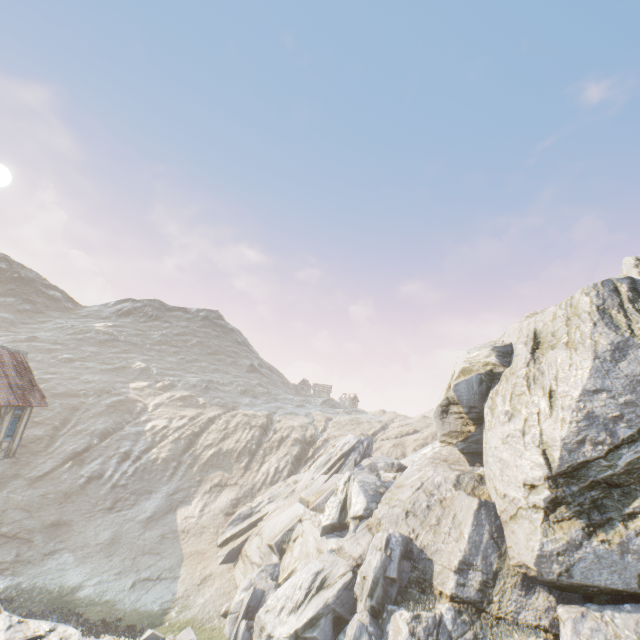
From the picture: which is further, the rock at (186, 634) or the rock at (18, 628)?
the rock at (186, 634)

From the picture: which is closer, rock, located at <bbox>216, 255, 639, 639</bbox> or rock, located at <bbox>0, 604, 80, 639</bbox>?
rock, located at <bbox>0, 604, 80, 639</bbox>

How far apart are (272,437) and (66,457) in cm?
2548

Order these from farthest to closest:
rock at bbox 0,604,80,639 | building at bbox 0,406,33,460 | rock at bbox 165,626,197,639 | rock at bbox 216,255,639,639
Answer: rock at bbox 165,626,197,639 < building at bbox 0,406,33,460 < rock at bbox 216,255,639,639 < rock at bbox 0,604,80,639

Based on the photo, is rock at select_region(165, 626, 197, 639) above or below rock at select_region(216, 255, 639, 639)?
below

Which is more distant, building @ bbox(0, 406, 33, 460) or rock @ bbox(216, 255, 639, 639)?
building @ bbox(0, 406, 33, 460)

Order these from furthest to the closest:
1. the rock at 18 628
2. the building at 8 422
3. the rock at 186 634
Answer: the rock at 186 634
the building at 8 422
the rock at 18 628
